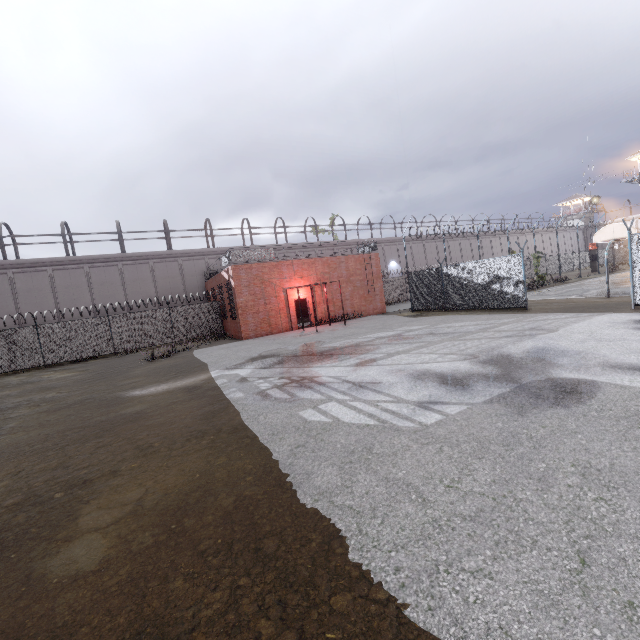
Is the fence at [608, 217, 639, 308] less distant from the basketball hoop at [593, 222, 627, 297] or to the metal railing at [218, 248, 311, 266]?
the metal railing at [218, 248, 311, 266]

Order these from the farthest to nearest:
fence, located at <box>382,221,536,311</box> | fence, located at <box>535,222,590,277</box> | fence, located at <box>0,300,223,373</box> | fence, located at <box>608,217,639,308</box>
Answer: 1. fence, located at <box>535,222,590,277</box>
2. fence, located at <box>0,300,223,373</box>
3. fence, located at <box>382,221,536,311</box>
4. fence, located at <box>608,217,639,308</box>

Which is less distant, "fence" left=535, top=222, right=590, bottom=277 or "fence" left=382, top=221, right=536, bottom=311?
"fence" left=382, top=221, right=536, bottom=311

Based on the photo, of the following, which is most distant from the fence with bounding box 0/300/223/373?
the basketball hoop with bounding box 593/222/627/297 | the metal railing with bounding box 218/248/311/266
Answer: the basketball hoop with bounding box 593/222/627/297

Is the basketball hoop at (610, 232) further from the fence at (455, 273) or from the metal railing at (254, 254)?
the metal railing at (254, 254)

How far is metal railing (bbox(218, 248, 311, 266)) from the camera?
21.0 meters

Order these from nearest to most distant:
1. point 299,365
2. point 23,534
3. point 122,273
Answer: point 23,534 < point 299,365 < point 122,273
